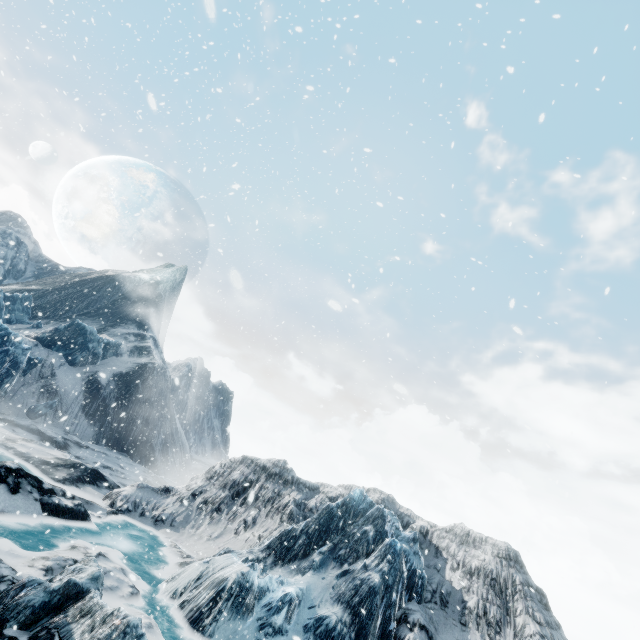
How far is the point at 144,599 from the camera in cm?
881
